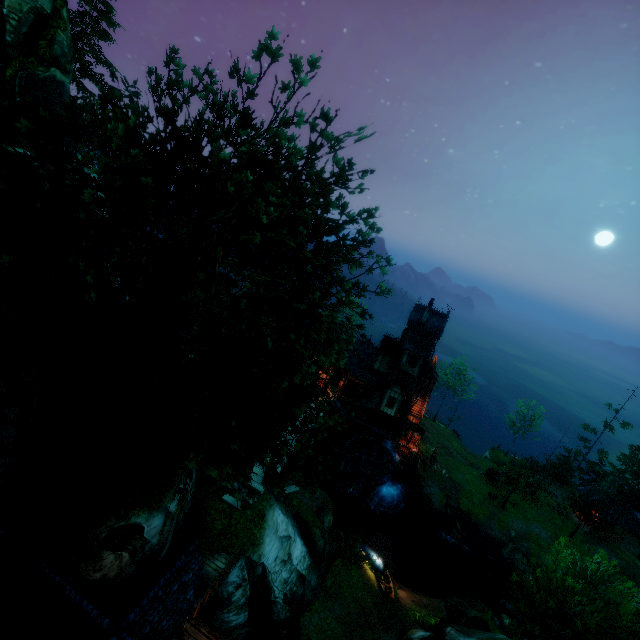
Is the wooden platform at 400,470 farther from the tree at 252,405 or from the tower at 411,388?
the tree at 252,405

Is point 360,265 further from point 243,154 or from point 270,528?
point 270,528

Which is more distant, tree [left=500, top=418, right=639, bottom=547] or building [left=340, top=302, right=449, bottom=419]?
tree [left=500, top=418, right=639, bottom=547]

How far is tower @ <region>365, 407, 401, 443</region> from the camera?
39.5m

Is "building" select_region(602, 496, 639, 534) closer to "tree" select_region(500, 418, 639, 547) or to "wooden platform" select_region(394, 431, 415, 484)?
"tree" select_region(500, 418, 639, 547)

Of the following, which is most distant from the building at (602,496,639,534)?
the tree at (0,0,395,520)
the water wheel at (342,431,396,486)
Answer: the water wheel at (342,431,396,486)

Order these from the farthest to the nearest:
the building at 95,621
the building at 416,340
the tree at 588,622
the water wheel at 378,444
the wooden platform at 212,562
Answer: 1. the water wheel at 378,444
2. the building at 416,340
3. the wooden platform at 212,562
4. the tree at 588,622
5. the building at 95,621

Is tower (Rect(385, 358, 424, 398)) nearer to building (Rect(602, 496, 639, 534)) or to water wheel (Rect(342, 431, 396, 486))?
water wheel (Rect(342, 431, 396, 486))
